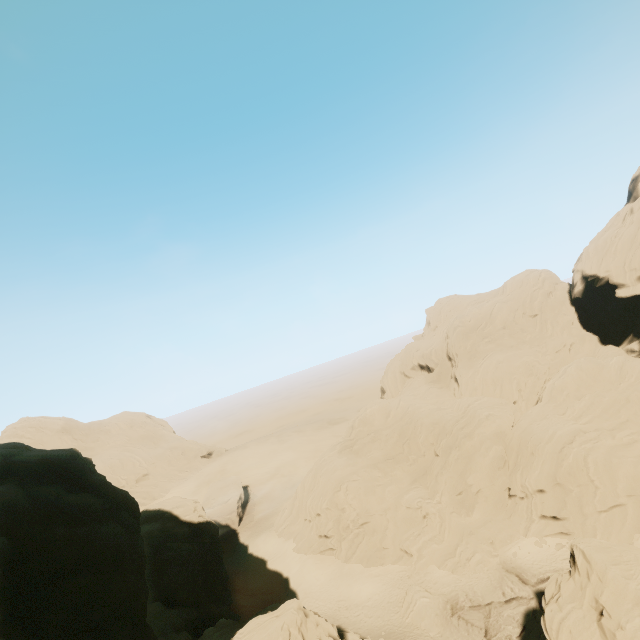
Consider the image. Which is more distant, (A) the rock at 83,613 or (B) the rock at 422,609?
(B) the rock at 422,609

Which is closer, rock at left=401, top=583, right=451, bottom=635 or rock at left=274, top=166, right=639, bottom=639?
rock at left=274, top=166, right=639, bottom=639

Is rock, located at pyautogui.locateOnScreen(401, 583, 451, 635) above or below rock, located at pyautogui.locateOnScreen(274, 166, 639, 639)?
below

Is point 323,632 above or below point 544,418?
below
